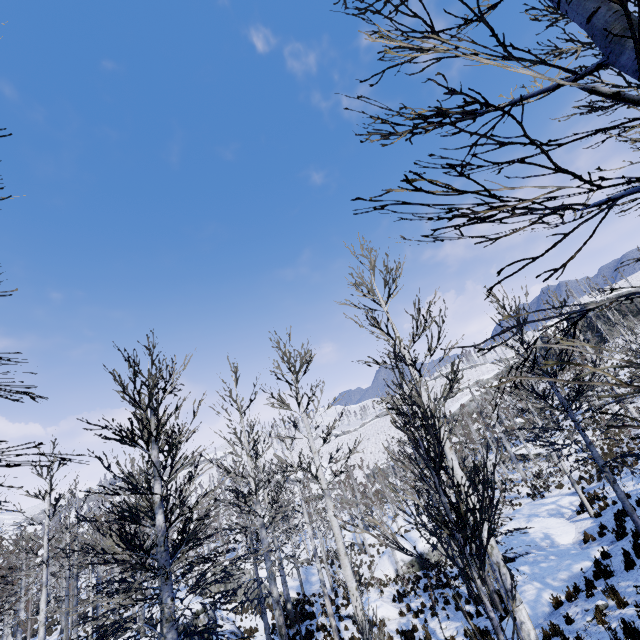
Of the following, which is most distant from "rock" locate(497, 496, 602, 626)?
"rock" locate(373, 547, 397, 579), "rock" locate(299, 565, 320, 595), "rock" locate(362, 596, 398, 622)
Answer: "rock" locate(299, 565, 320, 595)

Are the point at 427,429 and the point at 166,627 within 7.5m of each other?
yes

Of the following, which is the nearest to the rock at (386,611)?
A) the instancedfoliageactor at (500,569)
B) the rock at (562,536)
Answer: the instancedfoliageactor at (500,569)

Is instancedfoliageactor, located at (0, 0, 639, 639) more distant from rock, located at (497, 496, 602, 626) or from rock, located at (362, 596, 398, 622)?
rock, located at (362, 596, 398, 622)

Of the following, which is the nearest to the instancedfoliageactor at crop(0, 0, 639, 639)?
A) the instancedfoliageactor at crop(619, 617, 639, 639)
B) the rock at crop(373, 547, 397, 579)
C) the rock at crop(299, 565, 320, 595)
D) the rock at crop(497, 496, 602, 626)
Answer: the rock at crop(497, 496, 602, 626)

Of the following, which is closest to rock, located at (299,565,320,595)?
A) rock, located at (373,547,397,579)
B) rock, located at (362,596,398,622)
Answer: rock, located at (373,547,397,579)

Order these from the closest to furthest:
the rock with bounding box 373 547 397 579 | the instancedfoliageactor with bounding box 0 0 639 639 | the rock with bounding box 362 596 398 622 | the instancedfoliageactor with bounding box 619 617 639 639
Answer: the instancedfoliageactor with bounding box 0 0 639 639
the instancedfoliageactor with bounding box 619 617 639 639
the rock with bounding box 362 596 398 622
the rock with bounding box 373 547 397 579

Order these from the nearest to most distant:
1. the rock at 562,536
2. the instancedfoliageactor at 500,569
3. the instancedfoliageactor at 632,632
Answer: the instancedfoliageactor at 500,569, the instancedfoliageactor at 632,632, the rock at 562,536
